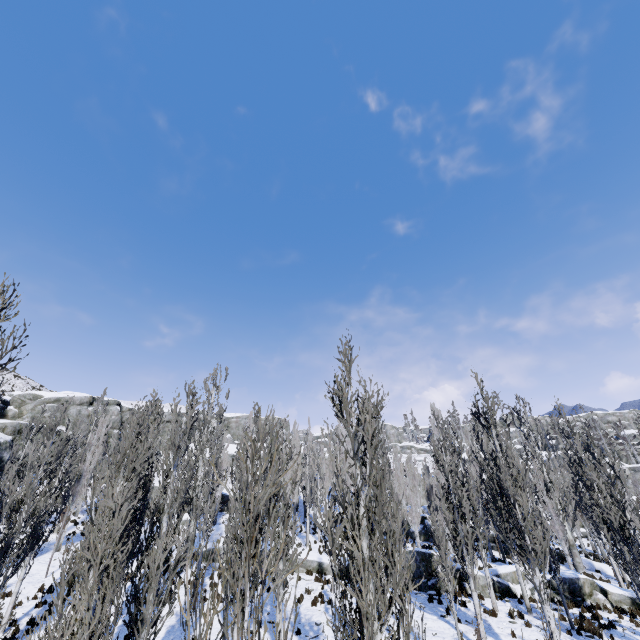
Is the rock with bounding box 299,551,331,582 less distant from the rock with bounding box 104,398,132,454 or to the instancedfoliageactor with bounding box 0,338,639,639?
the instancedfoliageactor with bounding box 0,338,639,639

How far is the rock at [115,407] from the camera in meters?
46.1

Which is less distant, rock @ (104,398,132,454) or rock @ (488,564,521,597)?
rock @ (488,564,521,597)

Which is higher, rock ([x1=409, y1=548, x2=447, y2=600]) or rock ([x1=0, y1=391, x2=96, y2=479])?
rock ([x1=0, y1=391, x2=96, y2=479])

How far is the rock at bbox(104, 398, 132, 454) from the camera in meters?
46.1

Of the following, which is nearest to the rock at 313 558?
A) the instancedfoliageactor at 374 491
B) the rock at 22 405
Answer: the instancedfoliageactor at 374 491

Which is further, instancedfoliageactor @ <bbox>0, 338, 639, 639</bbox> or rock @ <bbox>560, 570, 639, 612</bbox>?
rock @ <bbox>560, 570, 639, 612</bbox>

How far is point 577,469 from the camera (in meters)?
25.34
